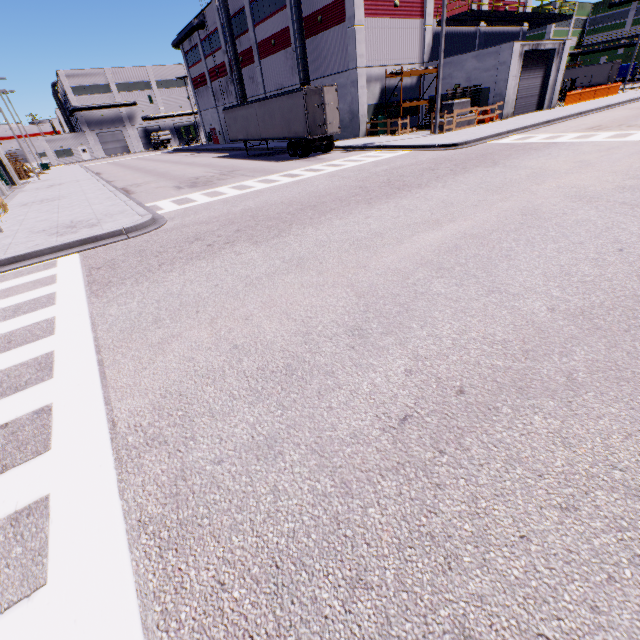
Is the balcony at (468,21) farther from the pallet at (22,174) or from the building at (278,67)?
the pallet at (22,174)

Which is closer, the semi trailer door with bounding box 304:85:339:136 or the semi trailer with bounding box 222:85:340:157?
the semi trailer door with bounding box 304:85:339:136

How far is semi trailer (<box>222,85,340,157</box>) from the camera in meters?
21.3

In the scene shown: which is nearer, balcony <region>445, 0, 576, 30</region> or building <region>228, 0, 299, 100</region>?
balcony <region>445, 0, 576, 30</region>

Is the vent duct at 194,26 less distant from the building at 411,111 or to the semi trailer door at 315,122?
the building at 411,111

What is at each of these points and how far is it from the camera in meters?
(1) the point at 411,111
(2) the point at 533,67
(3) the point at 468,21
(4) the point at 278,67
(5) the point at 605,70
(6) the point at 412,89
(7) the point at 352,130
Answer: (1) building, 30.6 m
(2) roll-up door, 26.4 m
(3) balcony, 30.0 m
(4) building, 33.3 m
(5) semi trailer, 49.6 m
(6) building, 29.5 m
(7) building, 28.3 m

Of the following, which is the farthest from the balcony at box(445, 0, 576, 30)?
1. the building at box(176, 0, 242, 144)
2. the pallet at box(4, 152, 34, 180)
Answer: the pallet at box(4, 152, 34, 180)

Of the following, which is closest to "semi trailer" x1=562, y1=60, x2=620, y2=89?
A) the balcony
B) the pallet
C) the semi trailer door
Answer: the semi trailer door
